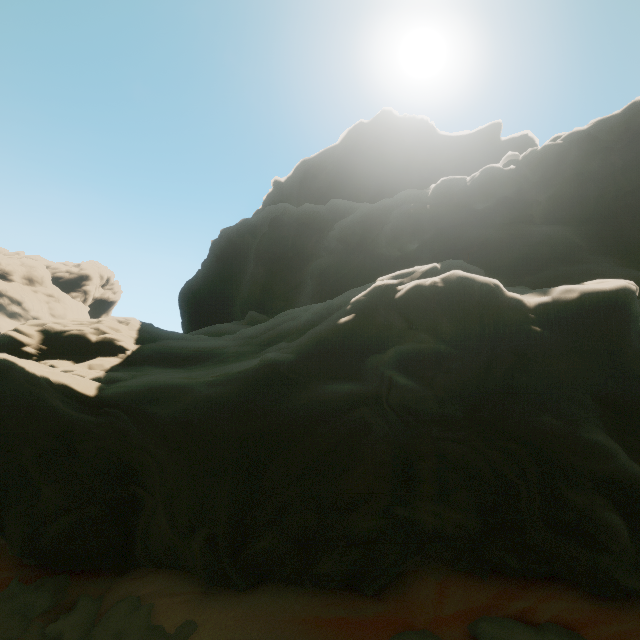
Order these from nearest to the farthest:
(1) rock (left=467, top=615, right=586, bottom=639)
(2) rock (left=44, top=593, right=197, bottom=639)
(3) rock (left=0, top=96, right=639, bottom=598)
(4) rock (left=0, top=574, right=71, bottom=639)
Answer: (1) rock (left=467, top=615, right=586, bottom=639)
(3) rock (left=0, top=96, right=639, bottom=598)
(2) rock (left=44, top=593, right=197, bottom=639)
(4) rock (left=0, top=574, right=71, bottom=639)

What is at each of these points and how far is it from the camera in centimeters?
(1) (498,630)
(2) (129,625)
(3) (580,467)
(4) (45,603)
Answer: (1) rock, 734cm
(2) rock, 870cm
(3) rock, 727cm
(4) rock, 1037cm

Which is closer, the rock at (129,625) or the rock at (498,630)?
the rock at (498,630)

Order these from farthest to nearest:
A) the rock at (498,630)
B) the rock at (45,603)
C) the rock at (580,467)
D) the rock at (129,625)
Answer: the rock at (45,603)
the rock at (129,625)
the rock at (580,467)
the rock at (498,630)

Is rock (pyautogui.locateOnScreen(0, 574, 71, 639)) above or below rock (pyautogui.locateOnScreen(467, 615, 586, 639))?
below

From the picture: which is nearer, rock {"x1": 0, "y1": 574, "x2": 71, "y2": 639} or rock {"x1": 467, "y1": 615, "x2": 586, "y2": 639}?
rock {"x1": 467, "y1": 615, "x2": 586, "y2": 639}
